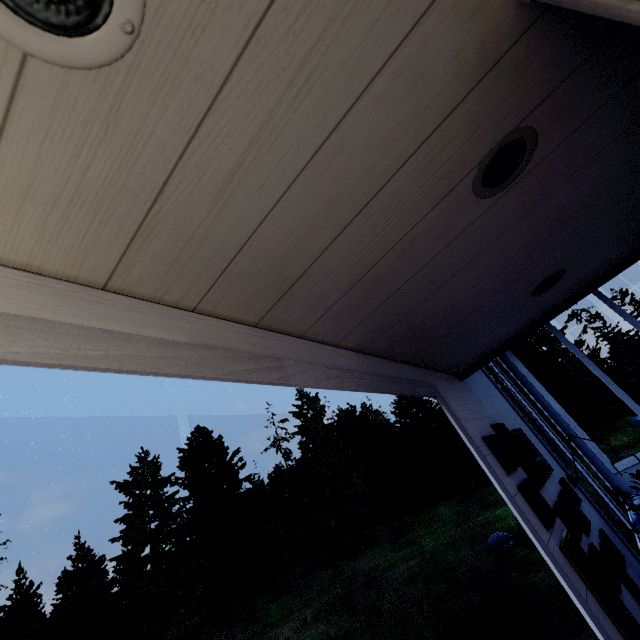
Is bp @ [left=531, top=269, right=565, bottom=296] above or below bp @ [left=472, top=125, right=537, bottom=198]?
above

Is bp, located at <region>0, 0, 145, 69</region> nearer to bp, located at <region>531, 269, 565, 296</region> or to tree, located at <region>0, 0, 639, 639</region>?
tree, located at <region>0, 0, 639, 639</region>

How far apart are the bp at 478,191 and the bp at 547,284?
1.0m

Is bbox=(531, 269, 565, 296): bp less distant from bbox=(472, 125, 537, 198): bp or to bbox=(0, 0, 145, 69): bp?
bbox=(472, 125, 537, 198): bp

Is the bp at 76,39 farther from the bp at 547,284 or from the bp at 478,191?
the bp at 547,284

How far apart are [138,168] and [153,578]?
48.3 meters

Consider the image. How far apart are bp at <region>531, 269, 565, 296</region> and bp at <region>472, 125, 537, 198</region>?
1.01m
